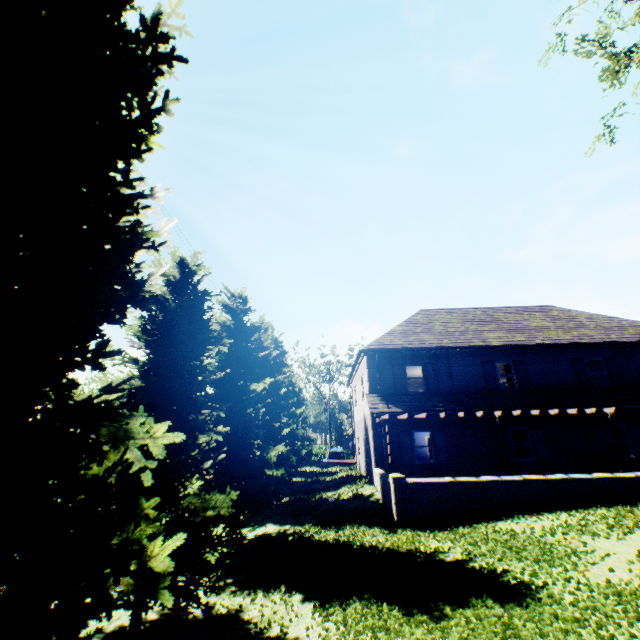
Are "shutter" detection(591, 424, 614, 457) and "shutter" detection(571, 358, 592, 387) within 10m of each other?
yes

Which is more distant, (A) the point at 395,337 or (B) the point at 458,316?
(B) the point at 458,316

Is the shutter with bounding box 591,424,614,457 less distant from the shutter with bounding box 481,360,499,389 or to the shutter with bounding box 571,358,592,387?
the shutter with bounding box 571,358,592,387

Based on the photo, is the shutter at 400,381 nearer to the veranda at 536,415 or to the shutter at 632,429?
the veranda at 536,415

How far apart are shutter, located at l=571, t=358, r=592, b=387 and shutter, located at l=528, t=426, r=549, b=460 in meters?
3.2

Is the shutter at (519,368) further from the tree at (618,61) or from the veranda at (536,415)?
the tree at (618,61)

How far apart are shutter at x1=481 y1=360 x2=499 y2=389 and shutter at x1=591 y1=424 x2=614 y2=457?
4.73m

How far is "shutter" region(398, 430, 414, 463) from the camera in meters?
16.2
